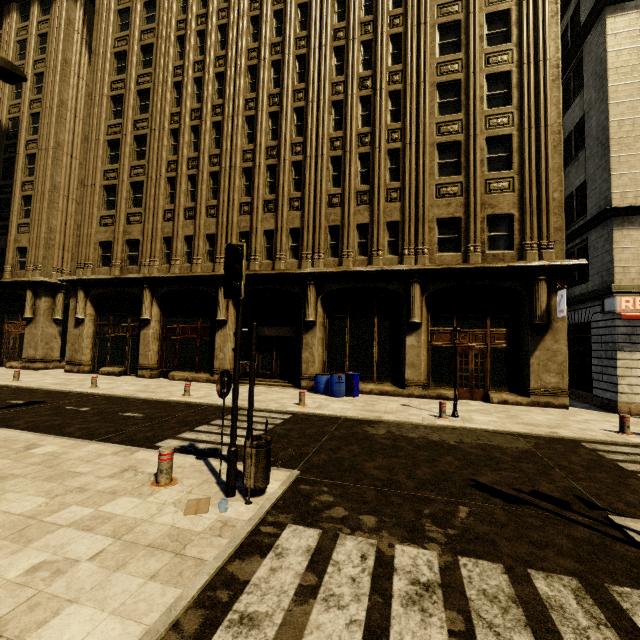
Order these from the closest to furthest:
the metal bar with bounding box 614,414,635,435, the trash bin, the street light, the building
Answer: the trash bin < the street light < the metal bar with bounding box 614,414,635,435 < the building

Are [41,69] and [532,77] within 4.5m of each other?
no

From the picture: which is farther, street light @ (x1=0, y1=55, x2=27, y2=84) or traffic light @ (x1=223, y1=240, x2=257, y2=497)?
street light @ (x1=0, y1=55, x2=27, y2=84)

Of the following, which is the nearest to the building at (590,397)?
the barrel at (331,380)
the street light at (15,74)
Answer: the barrel at (331,380)

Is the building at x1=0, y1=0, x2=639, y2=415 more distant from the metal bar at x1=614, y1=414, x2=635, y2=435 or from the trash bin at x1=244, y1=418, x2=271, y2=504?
the trash bin at x1=244, y1=418, x2=271, y2=504

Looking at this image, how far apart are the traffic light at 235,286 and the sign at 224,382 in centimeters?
60cm

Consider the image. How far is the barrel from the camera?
14.01m

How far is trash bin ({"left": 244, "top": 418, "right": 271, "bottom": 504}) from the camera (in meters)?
4.75
